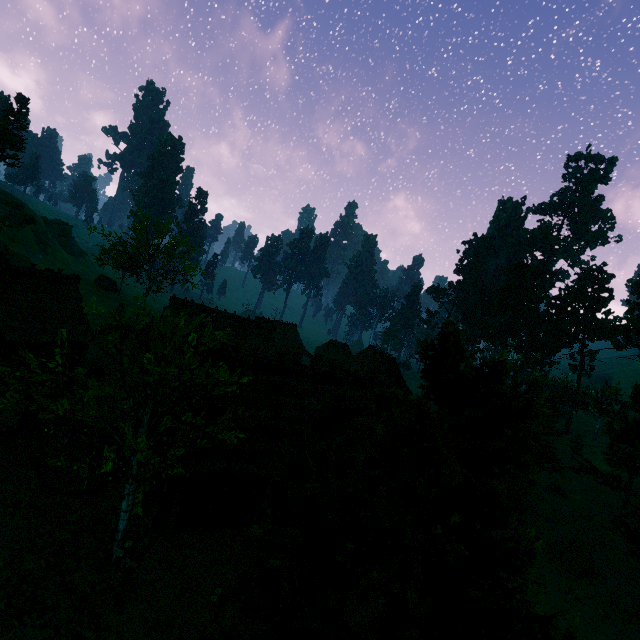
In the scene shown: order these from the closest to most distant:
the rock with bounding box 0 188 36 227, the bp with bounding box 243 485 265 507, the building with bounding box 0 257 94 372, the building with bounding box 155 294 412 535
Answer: the building with bounding box 155 294 412 535 < the bp with bounding box 243 485 265 507 < the building with bounding box 0 257 94 372 < the rock with bounding box 0 188 36 227

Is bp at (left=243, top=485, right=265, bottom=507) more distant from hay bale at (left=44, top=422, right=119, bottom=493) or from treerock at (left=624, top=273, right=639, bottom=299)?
hay bale at (left=44, top=422, right=119, bottom=493)

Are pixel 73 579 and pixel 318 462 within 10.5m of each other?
yes

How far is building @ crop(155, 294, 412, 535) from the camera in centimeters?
1483cm

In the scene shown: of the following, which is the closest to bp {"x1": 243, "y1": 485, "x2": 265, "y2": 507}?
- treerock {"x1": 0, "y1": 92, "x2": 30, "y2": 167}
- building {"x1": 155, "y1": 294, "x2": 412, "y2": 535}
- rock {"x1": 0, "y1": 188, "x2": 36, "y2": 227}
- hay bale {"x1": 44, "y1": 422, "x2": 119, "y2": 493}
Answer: building {"x1": 155, "y1": 294, "x2": 412, "y2": 535}

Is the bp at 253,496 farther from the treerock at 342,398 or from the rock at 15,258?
the rock at 15,258

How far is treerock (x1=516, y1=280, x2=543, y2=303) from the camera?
58.6 meters
